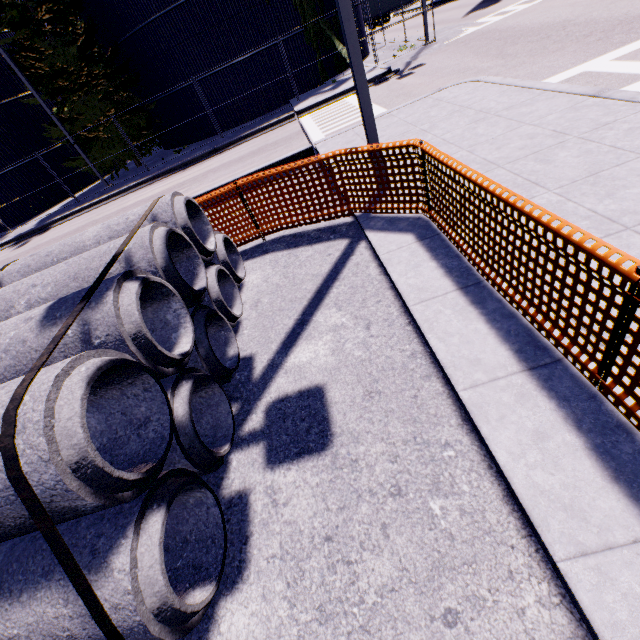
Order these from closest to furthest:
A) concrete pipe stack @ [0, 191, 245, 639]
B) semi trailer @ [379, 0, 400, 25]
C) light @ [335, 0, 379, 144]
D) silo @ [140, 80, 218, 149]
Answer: concrete pipe stack @ [0, 191, 245, 639] → light @ [335, 0, 379, 144] → silo @ [140, 80, 218, 149] → semi trailer @ [379, 0, 400, 25]

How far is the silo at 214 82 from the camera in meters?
18.7 m

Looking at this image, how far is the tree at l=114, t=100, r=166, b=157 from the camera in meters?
20.4

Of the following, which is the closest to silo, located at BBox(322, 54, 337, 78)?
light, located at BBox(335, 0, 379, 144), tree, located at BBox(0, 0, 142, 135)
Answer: tree, located at BBox(0, 0, 142, 135)

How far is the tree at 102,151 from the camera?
19.2 meters

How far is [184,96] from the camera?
20.0 meters
